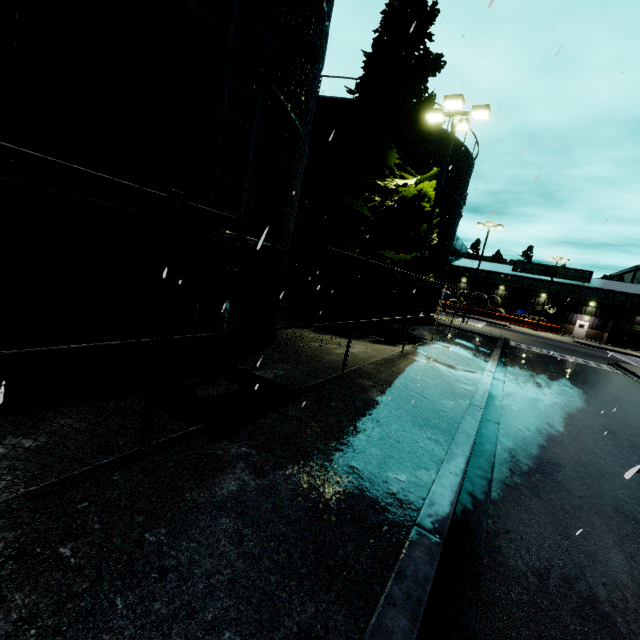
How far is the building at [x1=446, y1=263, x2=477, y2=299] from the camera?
56.2m

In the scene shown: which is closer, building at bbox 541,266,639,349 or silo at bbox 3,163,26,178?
silo at bbox 3,163,26,178

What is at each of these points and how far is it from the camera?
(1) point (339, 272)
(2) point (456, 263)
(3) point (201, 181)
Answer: (1) tree, 16.1m
(2) building, 59.1m
(3) silo, 5.6m

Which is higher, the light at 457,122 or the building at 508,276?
the light at 457,122

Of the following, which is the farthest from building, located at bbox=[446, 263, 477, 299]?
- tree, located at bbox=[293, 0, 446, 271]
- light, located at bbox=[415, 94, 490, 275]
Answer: light, located at bbox=[415, 94, 490, 275]

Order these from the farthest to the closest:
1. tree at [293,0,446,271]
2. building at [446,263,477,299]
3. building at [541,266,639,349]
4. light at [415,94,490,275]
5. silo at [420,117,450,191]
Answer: building at [446,263,477,299] < building at [541,266,639,349] < silo at [420,117,450,191] < tree at [293,0,446,271] < light at [415,94,490,275]

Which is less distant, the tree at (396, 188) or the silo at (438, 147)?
the tree at (396, 188)

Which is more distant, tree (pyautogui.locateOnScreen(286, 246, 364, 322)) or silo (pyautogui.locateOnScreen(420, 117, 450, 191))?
silo (pyautogui.locateOnScreen(420, 117, 450, 191))
